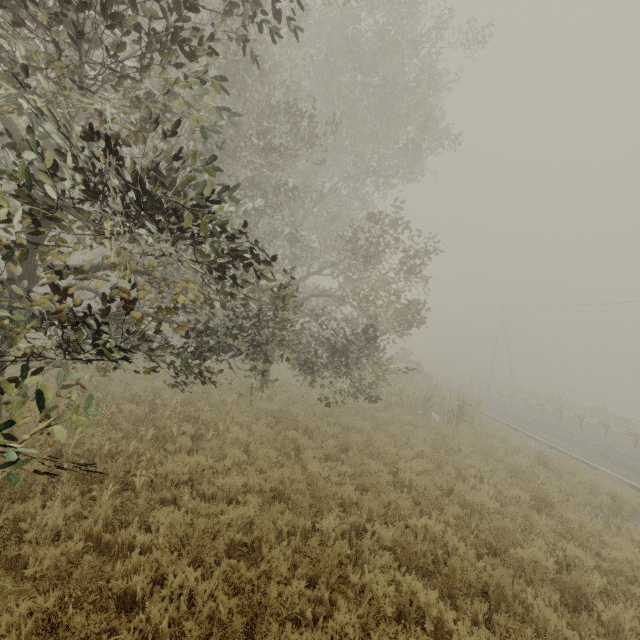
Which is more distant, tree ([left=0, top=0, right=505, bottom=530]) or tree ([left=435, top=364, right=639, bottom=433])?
tree ([left=435, top=364, right=639, bottom=433])

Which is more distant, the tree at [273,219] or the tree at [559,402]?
the tree at [559,402]

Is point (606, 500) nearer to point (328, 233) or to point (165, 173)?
point (165, 173)

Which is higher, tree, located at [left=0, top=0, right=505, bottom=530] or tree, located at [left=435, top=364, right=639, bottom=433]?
tree, located at [left=0, top=0, right=505, bottom=530]

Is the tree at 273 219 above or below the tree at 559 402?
above
